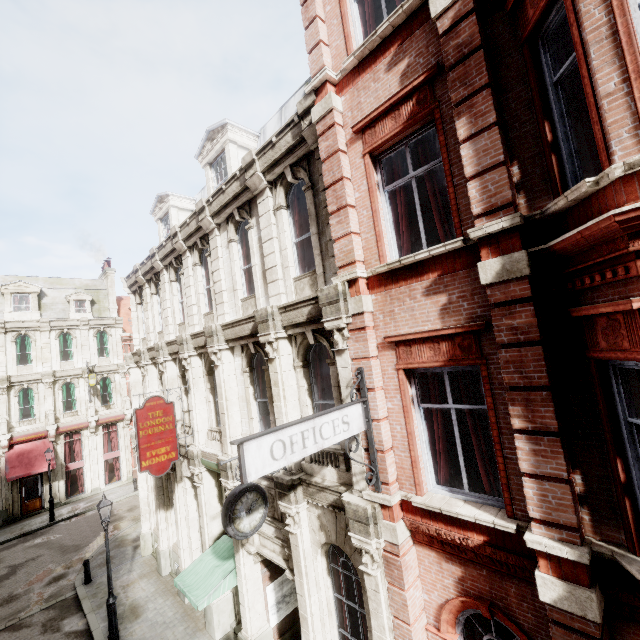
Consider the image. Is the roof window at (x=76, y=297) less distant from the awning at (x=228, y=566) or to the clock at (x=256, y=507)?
the awning at (x=228, y=566)

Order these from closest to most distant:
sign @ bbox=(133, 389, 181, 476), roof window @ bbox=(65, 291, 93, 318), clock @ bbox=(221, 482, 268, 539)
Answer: clock @ bbox=(221, 482, 268, 539), sign @ bbox=(133, 389, 181, 476), roof window @ bbox=(65, 291, 93, 318)

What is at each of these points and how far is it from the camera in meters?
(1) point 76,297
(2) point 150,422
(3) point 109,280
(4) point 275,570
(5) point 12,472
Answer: (1) roof window, 27.5
(2) sign, 10.4
(3) chimney, 29.8
(4) tunnel, 9.9
(5) awning, 21.3

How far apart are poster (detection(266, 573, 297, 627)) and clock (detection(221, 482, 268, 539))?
4.5 meters

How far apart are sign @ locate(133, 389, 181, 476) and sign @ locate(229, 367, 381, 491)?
7.8 meters

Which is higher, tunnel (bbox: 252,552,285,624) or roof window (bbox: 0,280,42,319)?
roof window (bbox: 0,280,42,319)

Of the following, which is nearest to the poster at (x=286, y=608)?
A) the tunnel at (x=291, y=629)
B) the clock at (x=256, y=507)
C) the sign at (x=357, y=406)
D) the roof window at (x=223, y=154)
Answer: the tunnel at (x=291, y=629)

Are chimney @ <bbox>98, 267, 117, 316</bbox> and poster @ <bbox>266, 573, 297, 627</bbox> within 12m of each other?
no
